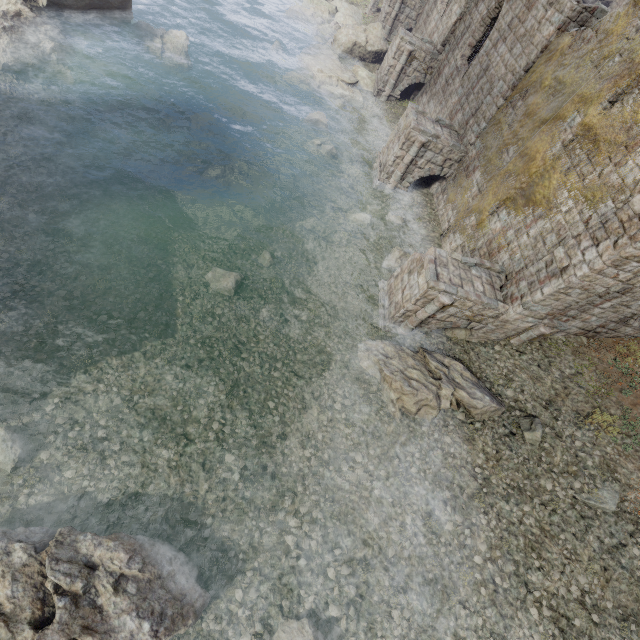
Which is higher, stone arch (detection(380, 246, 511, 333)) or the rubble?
stone arch (detection(380, 246, 511, 333))

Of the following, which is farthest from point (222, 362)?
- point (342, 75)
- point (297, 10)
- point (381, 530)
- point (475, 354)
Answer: point (297, 10)

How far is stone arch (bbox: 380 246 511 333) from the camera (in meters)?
10.95

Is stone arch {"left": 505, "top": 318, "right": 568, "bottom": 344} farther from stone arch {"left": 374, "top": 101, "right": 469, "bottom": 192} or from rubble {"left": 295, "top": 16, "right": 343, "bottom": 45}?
rubble {"left": 295, "top": 16, "right": 343, "bottom": 45}

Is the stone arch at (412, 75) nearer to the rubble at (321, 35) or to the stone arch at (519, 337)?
the rubble at (321, 35)

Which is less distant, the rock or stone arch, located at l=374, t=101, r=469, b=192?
stone arch, located at l=374, t=101, r=469, b=192

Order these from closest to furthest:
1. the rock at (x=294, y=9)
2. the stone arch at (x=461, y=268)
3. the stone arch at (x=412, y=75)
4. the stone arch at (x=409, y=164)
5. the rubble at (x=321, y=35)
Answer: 1. the stone arch at (x=461, y=268)
2. the stone arch at (x=409, y=164)
3. the stone arch at (x=412, y=75)
4. the rubble at (x=321, y=35)
5. the rock at (x=294, y=9)

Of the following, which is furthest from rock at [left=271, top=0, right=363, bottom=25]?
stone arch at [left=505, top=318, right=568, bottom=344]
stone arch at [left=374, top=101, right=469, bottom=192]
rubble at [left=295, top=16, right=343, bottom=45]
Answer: stone arch at [left=505, top=318, right=568, bottom=344]
